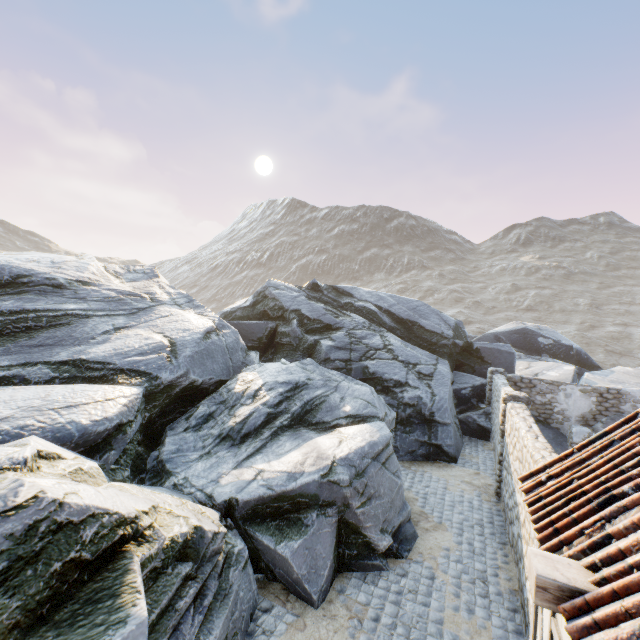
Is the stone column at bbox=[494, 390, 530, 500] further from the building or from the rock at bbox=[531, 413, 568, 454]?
the building

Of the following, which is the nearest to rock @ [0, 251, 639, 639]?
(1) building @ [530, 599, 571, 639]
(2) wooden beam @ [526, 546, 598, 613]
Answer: (1) building @ [530, 599, 571, 639]

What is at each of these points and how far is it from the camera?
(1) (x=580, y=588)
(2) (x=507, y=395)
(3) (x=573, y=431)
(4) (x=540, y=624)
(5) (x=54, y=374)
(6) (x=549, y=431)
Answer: (1) wooden beam, 2.55m
(2) stone column, 9.60m
(3) stone column, 13.40m
(4) building, 3.41m
(5) rock, 7.75m
(6) rock, 14.13m

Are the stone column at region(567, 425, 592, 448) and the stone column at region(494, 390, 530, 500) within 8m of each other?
yes

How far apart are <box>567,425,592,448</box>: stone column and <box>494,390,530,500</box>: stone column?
5.5m

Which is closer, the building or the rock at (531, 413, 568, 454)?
the building

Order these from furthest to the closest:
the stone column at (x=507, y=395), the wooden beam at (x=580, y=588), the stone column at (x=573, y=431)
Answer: the stone column at (x=573, y=431), the stone column at (x=507, y=395), the wooden beam at (x=580, y=588)

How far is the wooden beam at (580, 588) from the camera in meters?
2.6 m
